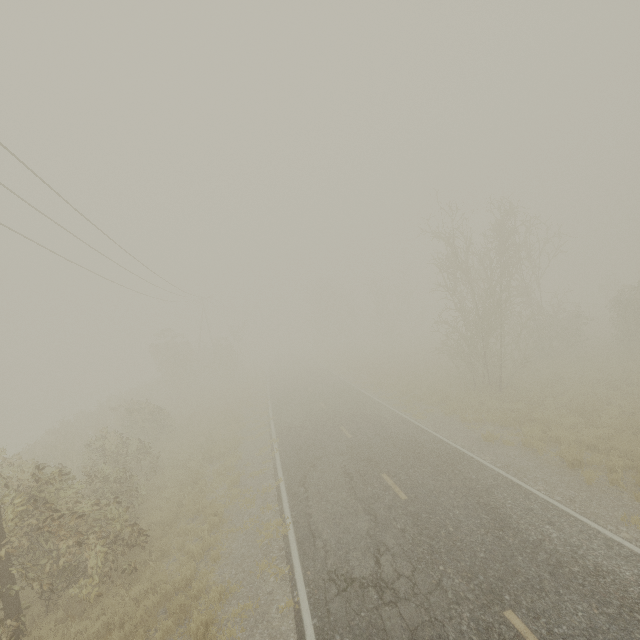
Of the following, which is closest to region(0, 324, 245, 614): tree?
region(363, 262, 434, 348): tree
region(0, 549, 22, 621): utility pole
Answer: region(0, 549, 22, 621): utility pole

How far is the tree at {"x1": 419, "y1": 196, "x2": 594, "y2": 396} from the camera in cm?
1922

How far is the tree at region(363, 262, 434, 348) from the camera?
48.1 meters

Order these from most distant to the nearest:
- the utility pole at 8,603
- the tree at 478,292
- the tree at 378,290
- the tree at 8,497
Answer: the tree at 378,290 < the tree at 478,292 < the tree at 8,497 < the utility pole at 8,603

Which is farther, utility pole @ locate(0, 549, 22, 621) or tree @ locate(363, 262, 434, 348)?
tree @ locate(363, 262, 434, 348)

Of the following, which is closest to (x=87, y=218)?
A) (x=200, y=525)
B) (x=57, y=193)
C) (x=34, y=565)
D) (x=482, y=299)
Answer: (x=57, y=193)

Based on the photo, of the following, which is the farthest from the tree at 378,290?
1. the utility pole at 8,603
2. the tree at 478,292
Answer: the utility pole at 8,603
